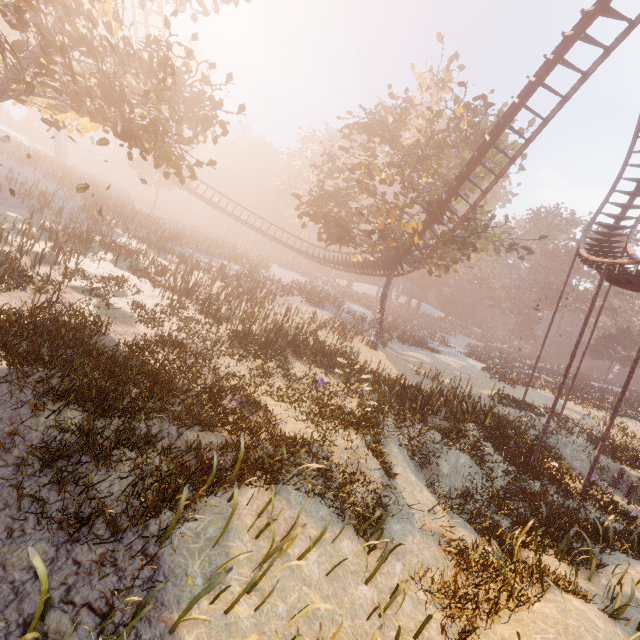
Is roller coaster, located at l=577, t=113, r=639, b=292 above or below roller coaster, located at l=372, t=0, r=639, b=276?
below

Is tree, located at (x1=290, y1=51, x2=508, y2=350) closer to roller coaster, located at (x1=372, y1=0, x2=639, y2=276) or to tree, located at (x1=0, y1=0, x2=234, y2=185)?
roller coaster, located at (x1=372, y1=0, x2=639, y2=276)

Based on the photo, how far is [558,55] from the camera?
13.0 meters

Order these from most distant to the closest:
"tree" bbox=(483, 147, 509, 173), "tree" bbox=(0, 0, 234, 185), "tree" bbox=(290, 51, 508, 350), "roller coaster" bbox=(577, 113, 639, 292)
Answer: "tree" bbox=(483, 147, 509, 173) < "tree" bbox=(290, 51, 508, 350) < "roller coaster" bbox=(577, 113, 639, 292) < "tree" bbox=(0, 0, 234, 185)

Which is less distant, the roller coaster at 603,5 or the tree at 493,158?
the roller coaster at 603,5

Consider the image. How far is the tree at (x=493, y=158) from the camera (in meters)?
20.77

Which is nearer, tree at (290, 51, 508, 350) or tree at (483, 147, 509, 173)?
tree at (290, 51, 508, 350)
